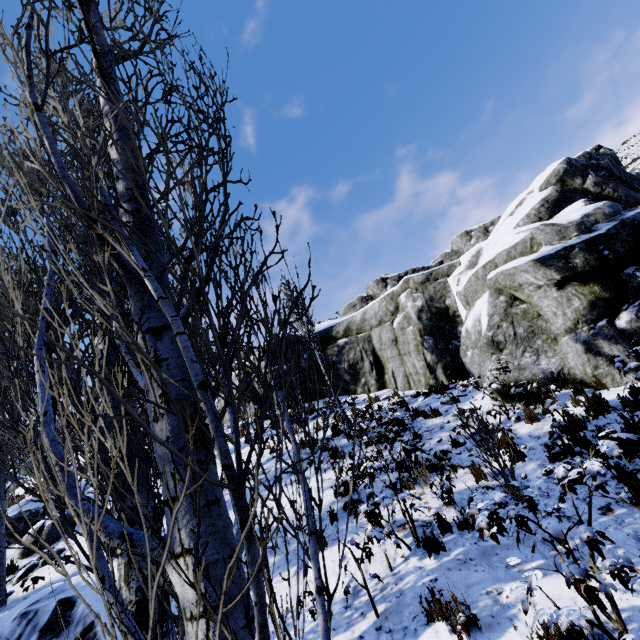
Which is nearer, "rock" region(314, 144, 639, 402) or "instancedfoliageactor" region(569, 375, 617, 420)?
"instancedfoliageactor" region(569, 375, 617, 420)

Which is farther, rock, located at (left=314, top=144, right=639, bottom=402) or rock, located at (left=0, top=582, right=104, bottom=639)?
rock, located at (left=314, top=144, right=639, bottom=402)

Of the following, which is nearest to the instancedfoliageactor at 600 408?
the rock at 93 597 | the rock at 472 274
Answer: the rock at 472 274

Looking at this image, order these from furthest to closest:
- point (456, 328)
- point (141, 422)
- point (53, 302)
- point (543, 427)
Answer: point (456, 328), point (543, 427), point (53, 302), point (141, 422)

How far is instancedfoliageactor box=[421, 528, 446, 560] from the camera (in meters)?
4.92

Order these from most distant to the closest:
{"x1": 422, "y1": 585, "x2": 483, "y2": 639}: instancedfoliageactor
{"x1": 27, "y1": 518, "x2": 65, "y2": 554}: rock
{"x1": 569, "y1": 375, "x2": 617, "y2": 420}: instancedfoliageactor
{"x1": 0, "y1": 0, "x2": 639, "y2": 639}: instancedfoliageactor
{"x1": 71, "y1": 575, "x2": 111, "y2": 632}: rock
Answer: {"x1": 27, "y1": 518, "x2": 65, "y2": 554}: rock → {"x1": 569, "y1": 375, "x2": 617, "y2": 420}: instancedfoliageactor → {"x1": 71, "y1": 575, "x2": 111, "y2": 632}: rock → {"x1": 422, "y1": 585, "x2": 483, "y2": 639}: instancedfoliageactor → {"x1": 0, "y1": 0, "x2": 639, "y2": 639}: instancedfoliageactor

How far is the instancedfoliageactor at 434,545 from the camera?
4.9 meters

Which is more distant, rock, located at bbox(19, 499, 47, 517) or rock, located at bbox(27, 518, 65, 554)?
rock, located at bbox(19, 499, 47, 517)
